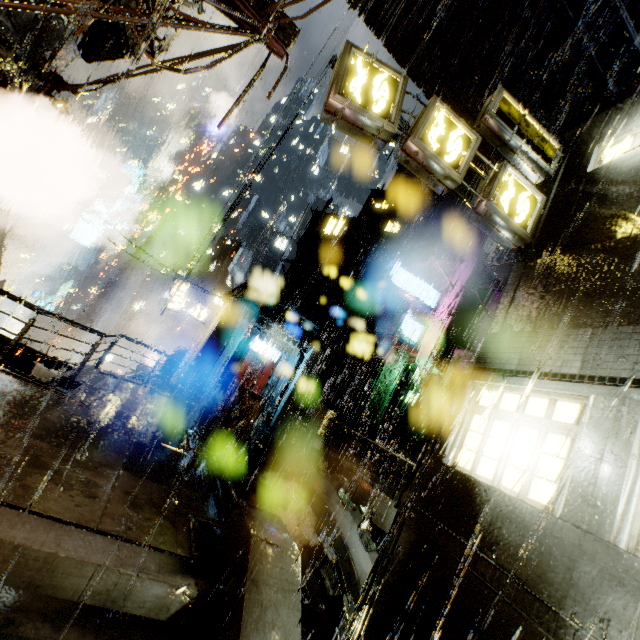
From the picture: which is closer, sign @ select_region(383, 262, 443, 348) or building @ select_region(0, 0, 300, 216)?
building @ select_region(0, 0, 300, 216)

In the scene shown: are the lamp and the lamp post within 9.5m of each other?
yes

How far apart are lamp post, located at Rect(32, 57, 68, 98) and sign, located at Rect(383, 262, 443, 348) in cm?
1677

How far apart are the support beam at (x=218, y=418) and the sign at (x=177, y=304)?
14.3 meters

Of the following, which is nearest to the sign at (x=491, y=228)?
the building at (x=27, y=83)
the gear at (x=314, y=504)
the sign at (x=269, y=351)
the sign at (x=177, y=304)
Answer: the building at (x=27, y=83)

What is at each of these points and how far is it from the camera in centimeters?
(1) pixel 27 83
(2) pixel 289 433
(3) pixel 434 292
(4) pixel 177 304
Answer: (1) building, 829cm
(2) structural stair, 1283cm
(3) sign, 2162cm
(4) sign, 2350cm

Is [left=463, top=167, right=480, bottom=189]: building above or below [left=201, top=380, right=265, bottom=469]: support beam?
above

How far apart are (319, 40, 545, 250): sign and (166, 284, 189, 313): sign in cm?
1989
